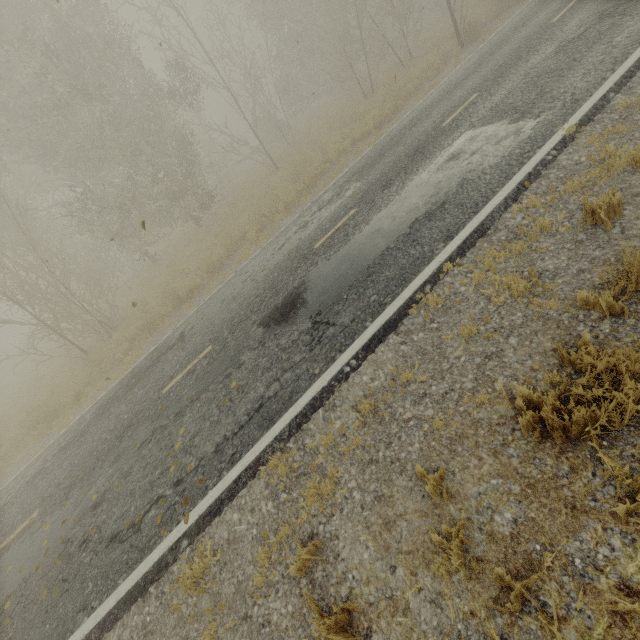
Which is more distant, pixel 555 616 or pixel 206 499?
pixel 206 499
